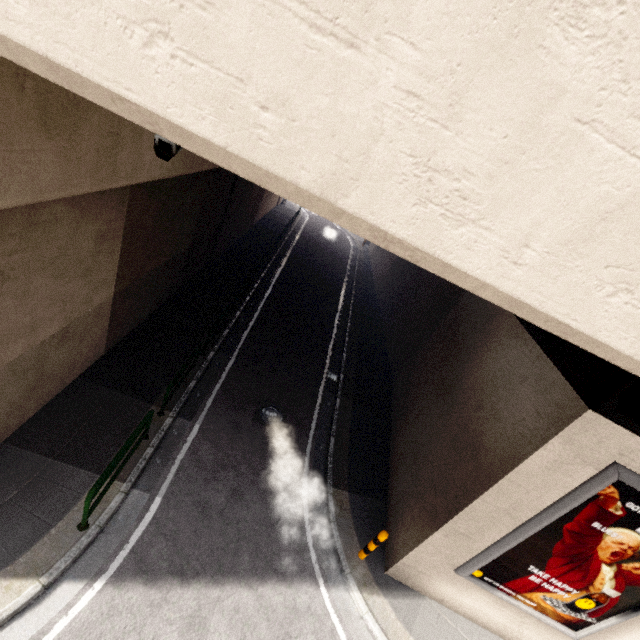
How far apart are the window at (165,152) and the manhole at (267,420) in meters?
8.0 m

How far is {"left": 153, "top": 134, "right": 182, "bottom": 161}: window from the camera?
2.50m

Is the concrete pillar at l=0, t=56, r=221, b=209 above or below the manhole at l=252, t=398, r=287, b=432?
above

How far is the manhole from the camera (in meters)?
9.50

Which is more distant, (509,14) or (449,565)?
(449,565)

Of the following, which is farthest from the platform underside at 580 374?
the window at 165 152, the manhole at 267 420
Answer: the manhole at 267 420

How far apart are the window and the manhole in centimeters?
799cm

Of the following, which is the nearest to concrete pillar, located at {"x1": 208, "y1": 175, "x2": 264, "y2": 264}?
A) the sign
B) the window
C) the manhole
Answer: the window
